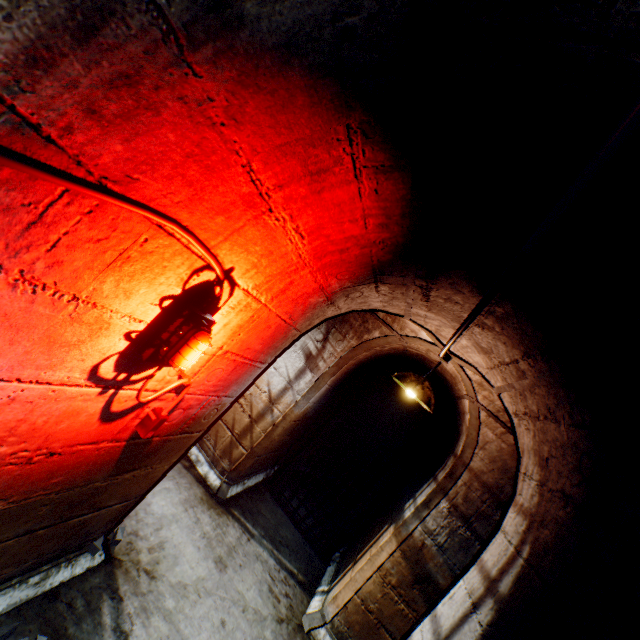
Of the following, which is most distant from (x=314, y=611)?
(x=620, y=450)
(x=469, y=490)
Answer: (x=620, y=450)

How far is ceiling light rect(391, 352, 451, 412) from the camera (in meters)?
2.80

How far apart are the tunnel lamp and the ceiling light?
1.89m

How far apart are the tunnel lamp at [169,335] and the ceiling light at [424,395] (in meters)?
1.89

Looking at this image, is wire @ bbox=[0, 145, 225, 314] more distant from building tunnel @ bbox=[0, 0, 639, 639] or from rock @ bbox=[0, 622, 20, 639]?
rock @ bbox=[0, 622, 20, 639]

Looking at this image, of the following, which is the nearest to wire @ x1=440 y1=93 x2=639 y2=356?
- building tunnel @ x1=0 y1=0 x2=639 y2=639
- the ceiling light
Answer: building tunnel @ x1=0 y1=0 x2=639 y2=639

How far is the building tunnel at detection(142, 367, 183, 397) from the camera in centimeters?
150cm

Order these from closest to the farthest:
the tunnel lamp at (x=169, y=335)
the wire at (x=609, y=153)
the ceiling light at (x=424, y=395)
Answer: the wire at (x=609, y=153) < the tunnel lamp at (x=169, y=335) < the ceiling light at (x=424, y=395)
